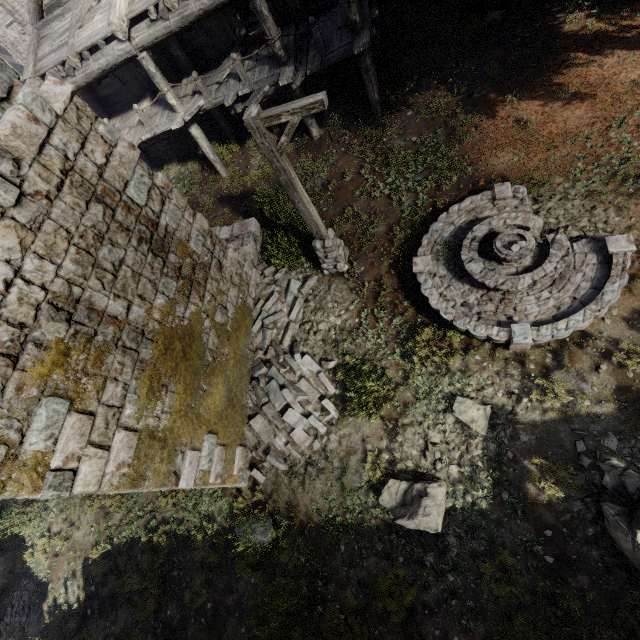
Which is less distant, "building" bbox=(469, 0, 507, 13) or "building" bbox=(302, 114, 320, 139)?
"building" bbox=(469, 0, 507, 13)

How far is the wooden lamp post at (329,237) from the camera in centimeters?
552cm

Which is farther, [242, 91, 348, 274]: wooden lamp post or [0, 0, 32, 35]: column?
[0, 0, 32, 35]: column

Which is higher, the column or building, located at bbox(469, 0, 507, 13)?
the column

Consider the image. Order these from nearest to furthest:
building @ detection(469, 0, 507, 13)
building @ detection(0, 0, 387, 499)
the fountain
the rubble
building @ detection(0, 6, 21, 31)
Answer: building @ detection(0, 0, 387, 499), the fountain, the rubble, building @ detection(469, 0, 507, 13), building @ detection(0, 6, 21, 31)

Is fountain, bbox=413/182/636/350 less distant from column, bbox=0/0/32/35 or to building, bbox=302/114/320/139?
building, bbox=302/114/320/139

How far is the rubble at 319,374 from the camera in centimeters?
809cm

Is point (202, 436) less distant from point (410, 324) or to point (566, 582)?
point (410, 324)
